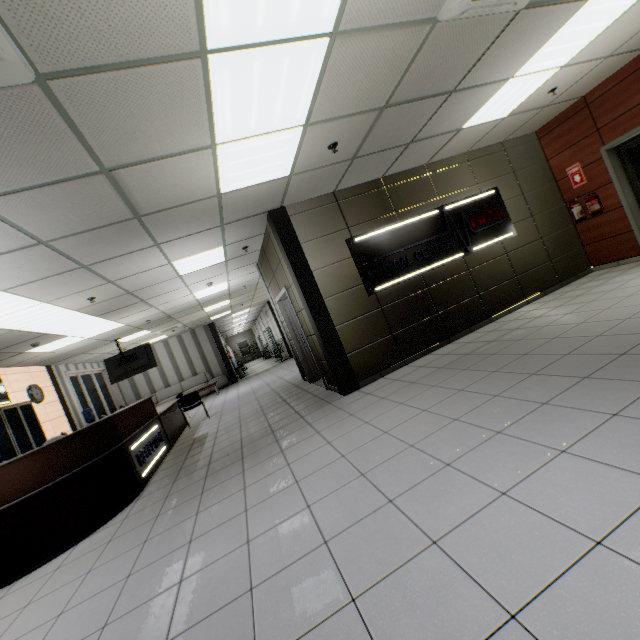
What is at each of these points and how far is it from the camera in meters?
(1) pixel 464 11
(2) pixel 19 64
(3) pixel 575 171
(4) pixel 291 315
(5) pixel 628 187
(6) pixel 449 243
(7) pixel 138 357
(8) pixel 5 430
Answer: (1) air conditioning vent, 2.7 m
(2) air conditioning vent, 1.8 m
(3) sign, 6.6 m
(4) door, 7.6 m
(5) door, 6.1 m
(6) sign, 6.0 m
(7) tv, 10.3 m
(8) cabinet, 6.7 m

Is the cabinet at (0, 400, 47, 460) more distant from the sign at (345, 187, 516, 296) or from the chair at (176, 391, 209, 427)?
the sign at (345, 187, 516, 296)

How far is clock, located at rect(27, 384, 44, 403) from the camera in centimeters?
875cm

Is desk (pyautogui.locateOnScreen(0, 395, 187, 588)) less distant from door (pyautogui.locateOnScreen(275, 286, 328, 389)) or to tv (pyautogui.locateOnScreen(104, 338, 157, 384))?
tv (pyautogui.locateOnScreen(104, 338, 157, 384))

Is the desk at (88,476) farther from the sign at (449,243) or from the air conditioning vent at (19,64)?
the sign at (449,243)

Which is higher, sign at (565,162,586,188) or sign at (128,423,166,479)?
sign at (565,162,586,188)

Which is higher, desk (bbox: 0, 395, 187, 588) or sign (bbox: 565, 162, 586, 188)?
sign (bbox: 565, 162, 586, 188)

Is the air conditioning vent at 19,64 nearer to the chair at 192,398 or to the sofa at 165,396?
the chair at 192,398
